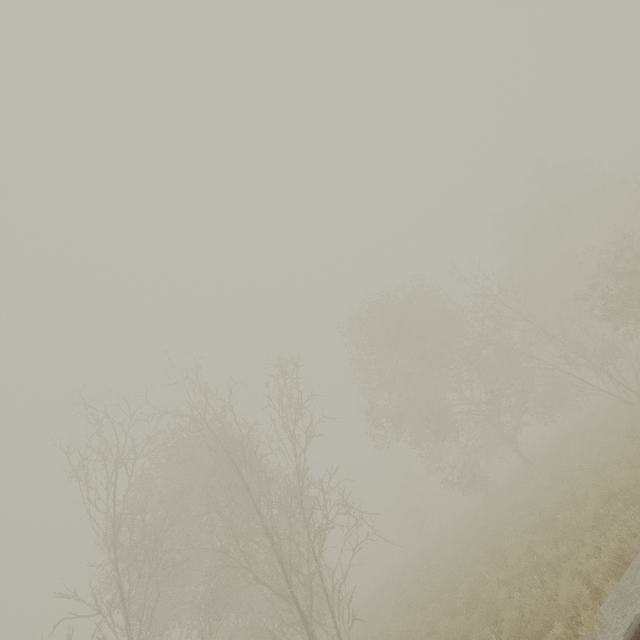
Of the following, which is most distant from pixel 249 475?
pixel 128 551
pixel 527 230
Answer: pixel 527 230

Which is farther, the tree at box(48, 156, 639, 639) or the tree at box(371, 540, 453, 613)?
the tree at box(371, 540, 453, 613)

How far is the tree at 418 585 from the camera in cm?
1546

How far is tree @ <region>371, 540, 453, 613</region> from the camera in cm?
1546

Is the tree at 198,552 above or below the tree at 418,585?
above

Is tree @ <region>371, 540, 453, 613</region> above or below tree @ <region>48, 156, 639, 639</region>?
below
